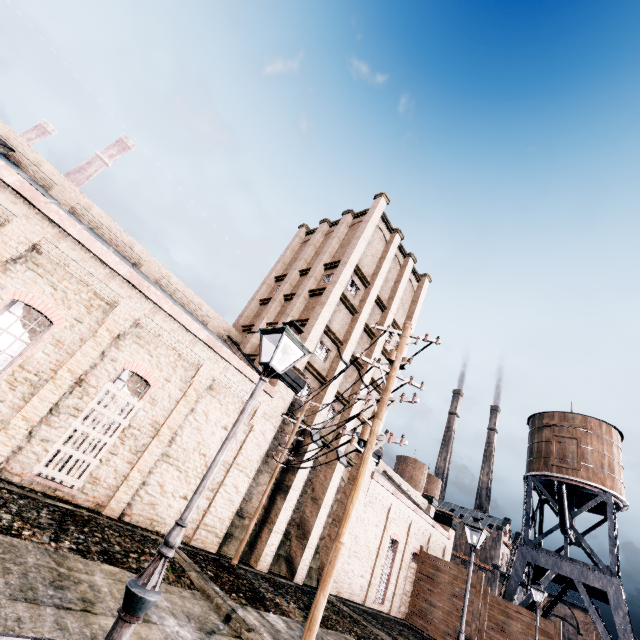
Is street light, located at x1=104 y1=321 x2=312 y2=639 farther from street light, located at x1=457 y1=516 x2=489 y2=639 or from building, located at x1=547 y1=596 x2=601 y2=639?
building, located at x1=547 y1=596 x2=601 y2=639

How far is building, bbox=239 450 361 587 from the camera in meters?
17.9

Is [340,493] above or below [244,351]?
below

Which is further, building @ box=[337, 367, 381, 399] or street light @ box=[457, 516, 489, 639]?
building @ box=[337, 367, 381, 399]

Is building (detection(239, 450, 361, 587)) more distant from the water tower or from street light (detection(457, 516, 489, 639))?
street light (detection(457, 516, 489, 639))

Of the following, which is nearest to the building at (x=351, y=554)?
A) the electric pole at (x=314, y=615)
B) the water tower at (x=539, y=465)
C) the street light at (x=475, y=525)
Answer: the electric pole at (x=314, y=615)

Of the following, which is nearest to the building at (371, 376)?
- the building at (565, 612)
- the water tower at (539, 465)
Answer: the water tower at (539, 465)
